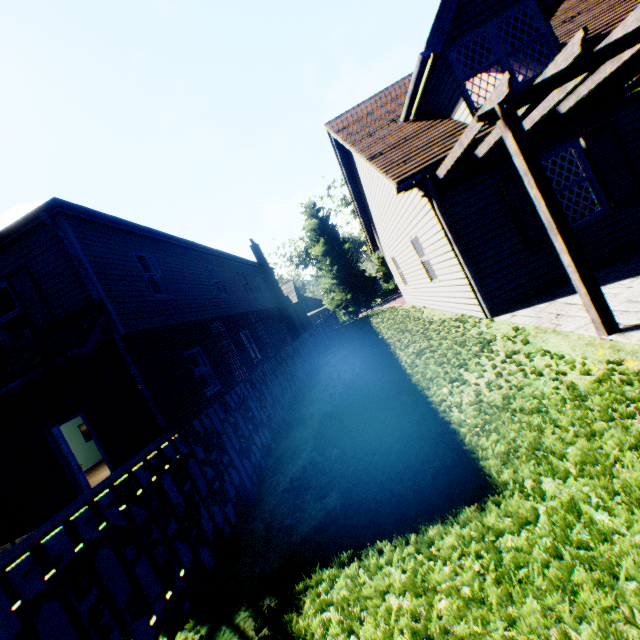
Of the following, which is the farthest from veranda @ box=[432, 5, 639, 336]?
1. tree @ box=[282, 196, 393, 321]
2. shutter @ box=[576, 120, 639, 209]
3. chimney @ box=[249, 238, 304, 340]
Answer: tree @ box=[282, 196, 393, 321]

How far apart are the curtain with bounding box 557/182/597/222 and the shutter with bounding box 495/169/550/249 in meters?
0.2

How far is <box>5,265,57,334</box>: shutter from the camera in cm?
799

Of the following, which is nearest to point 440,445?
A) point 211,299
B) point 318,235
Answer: point 211,299

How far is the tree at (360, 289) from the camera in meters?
34.4 m

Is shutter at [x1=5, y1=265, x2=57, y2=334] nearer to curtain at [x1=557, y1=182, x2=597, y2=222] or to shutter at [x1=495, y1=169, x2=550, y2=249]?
shutter at [x1=495, y1=169, x2=550, y2=249]

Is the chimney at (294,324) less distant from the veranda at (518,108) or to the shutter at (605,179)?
the veranda at (518,108)

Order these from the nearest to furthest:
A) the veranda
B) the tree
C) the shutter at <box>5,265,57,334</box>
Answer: the veranda
the shutter at <box>5,265,57,334</box>
the tree
